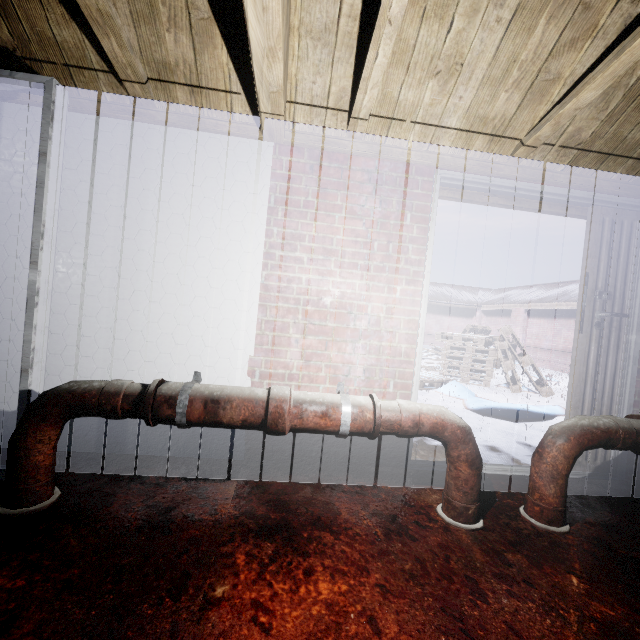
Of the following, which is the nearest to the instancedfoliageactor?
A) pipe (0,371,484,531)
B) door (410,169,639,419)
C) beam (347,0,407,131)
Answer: door (410,169,639,419)

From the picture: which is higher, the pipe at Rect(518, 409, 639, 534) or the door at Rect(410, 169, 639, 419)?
the door at Rect(410, 169, 639, 419)

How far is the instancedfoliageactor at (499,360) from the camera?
6.04m

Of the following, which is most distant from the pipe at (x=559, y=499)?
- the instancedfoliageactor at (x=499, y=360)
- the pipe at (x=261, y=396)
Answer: the instancedfoliageactor at (x=499, y=360)

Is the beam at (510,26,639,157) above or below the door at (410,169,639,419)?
above

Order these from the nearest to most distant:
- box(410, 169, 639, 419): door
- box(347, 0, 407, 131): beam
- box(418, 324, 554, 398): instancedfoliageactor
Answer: box(347, 0, 407, 131): beam → box(410, 169, 639, 419): door → box(418, 324, 554, 398): instancedfoliageactor

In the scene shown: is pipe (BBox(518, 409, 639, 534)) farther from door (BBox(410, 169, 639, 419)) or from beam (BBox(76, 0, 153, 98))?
beam (BBox(76, 0, 153, 98))

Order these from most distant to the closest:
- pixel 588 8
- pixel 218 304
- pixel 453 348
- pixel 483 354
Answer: pixel 453 348 < pixel 483 354 < pixel 218 304 < pixel 588 8
